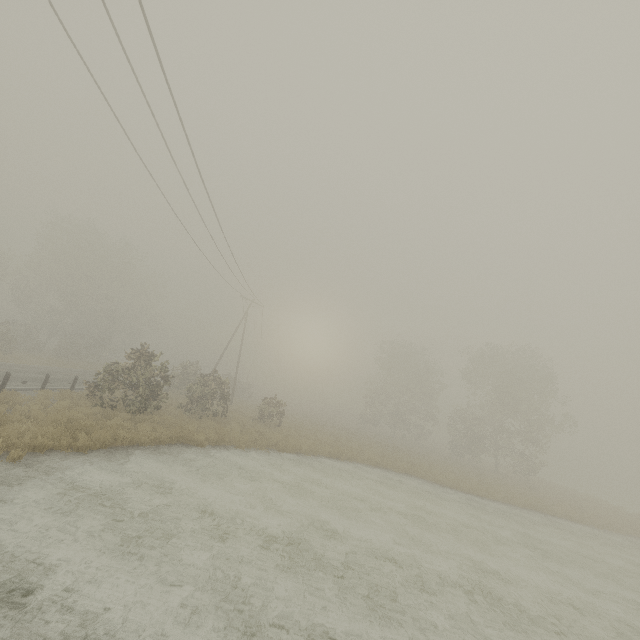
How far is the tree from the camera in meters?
31.0

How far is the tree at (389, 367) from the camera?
31.0m

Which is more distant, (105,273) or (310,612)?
(105,273)
